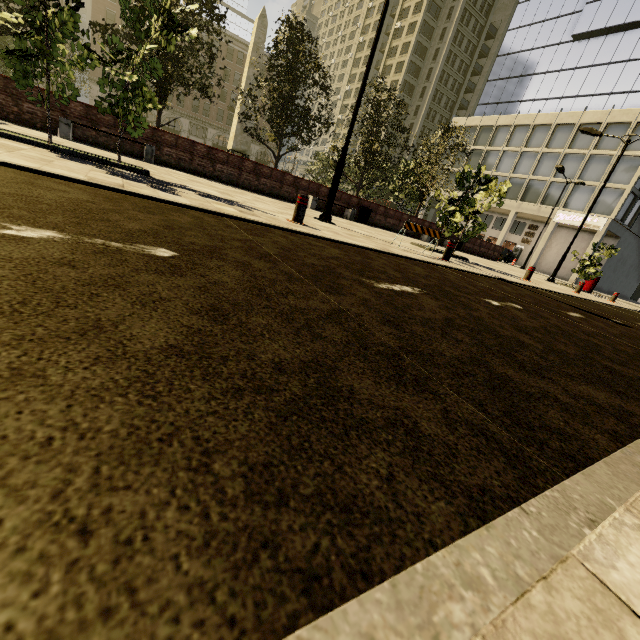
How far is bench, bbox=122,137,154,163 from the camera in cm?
1110

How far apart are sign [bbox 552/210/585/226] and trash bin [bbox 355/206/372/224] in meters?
30.2

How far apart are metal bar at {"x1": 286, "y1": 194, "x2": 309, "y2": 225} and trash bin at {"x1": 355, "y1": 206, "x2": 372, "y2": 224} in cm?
1115

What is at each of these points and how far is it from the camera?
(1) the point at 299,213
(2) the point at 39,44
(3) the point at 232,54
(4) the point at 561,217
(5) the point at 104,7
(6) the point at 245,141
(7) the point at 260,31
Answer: (1) metal bar, 6.46m
(2) tree, 5.22m
(3) building, 51.97m
(4) sign, 35.53m
(5) building, 43.06m
(6) obelisk, 26.64m
(7) obelisk, 24.14m

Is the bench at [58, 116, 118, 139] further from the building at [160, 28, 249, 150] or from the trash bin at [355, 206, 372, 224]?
the building at [160, 28, 249, 150]

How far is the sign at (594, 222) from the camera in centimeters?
3253cm

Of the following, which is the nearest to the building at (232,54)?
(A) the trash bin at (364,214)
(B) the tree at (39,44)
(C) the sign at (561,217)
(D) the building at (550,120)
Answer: (B) the tree at (39,44)

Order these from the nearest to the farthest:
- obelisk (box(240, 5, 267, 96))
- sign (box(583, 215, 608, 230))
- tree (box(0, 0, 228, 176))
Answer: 1. tree (box(0, 0, 228, 176))
2. obelisk (box(240, 5, 267, 96))
3. sign (box(583, 215, 608, 230))
